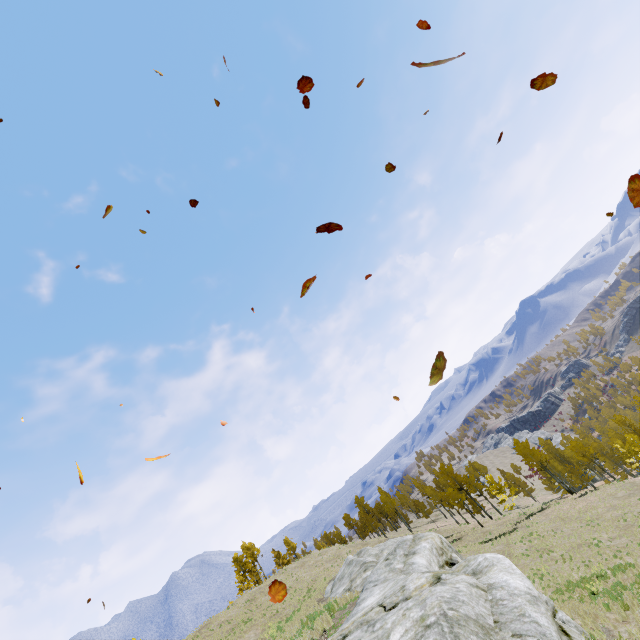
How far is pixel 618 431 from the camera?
55.34m

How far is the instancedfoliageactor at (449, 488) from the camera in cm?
4903

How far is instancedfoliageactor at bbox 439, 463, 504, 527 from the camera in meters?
49.0 m

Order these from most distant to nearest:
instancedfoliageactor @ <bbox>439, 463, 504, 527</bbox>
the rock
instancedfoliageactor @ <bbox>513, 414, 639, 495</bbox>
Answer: instancedfoliageactor @ <bbox>439, 463, 504, 527</bbox> → instancedfoliageactor @ <bbox>513, 414, 639, 495</bbox> → the rock

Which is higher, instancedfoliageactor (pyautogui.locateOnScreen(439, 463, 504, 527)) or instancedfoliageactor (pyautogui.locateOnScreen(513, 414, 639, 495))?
instancedfoliageactor (pyautogui.locateOnScreen(439, 463, 504, 527))

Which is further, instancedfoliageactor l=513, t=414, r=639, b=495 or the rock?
instancedfoliageactor l=513, t=414, r=639, b=495

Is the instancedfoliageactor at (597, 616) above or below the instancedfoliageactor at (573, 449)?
above

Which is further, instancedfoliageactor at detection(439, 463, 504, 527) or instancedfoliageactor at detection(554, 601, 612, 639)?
instancedfoliageactor at detection(439, 463, 504, 527)
